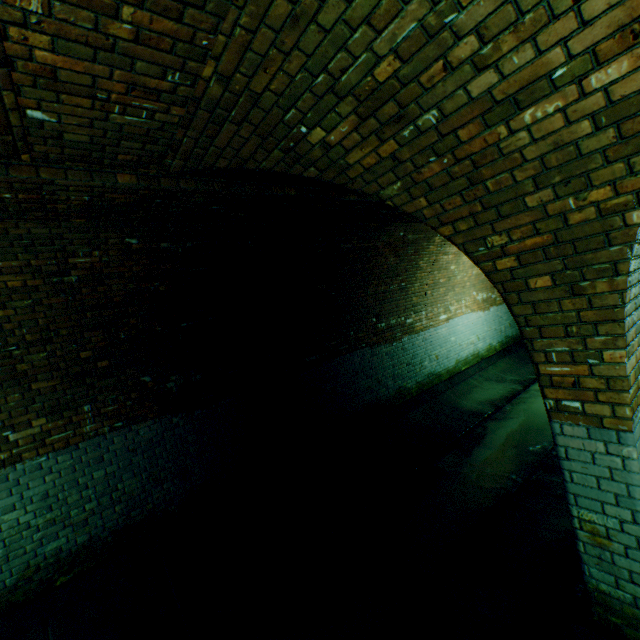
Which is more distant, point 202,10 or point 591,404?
point 591,404

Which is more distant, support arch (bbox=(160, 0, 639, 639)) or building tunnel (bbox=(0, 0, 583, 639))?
building tunnel (bbox=(0, 0, 583, 639))

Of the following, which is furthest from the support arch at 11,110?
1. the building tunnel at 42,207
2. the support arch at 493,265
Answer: the support arch at 493,265

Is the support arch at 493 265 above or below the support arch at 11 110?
below

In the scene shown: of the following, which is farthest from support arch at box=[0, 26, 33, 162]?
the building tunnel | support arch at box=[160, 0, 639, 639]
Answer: support arch at box=[160, 0, 639, 639]

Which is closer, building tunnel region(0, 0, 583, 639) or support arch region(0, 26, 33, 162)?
support arch region(0, 26, 33, 162)

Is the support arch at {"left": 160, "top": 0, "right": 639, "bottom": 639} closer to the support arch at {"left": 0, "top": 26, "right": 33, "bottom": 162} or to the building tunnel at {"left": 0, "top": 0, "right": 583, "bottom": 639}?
the building tunnel at {"left": 0, "top": 0, "right": 583, "bottom": 639}
